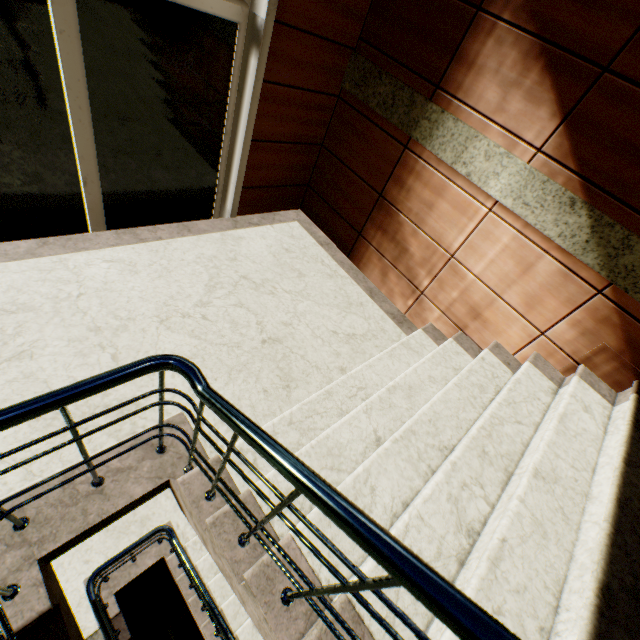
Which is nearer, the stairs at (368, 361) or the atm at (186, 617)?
the stairs at (368, 361)

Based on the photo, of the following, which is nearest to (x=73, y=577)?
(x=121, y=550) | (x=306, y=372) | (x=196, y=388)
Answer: (x=121, y=550)

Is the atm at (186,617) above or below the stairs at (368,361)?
below

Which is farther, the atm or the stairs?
the atm

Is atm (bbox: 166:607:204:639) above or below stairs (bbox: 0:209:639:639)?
below
